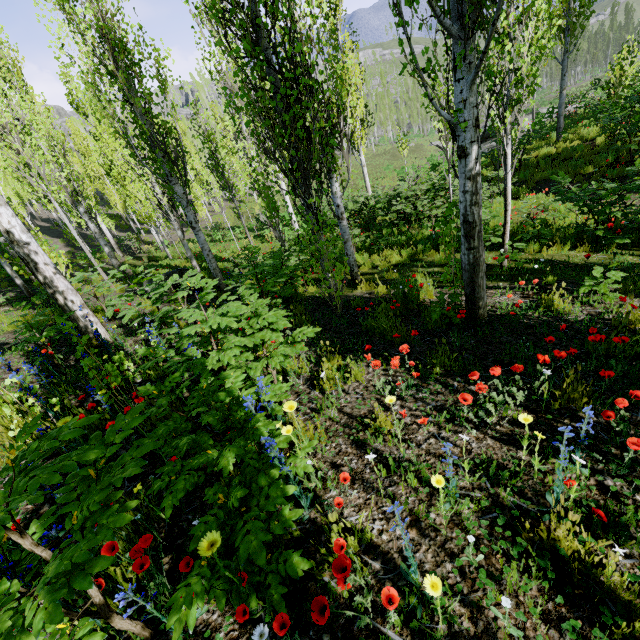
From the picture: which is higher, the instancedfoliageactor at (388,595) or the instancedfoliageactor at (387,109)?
the instancedfoliageactor at (387,109)

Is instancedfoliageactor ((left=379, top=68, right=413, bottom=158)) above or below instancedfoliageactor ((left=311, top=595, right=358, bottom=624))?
above

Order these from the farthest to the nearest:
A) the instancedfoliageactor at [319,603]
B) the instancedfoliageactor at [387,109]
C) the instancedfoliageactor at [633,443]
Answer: the instancedfoliageactor at [387,109], the instancedfoliageactor at [633,443], the instancedfoliageactor at [319,603]

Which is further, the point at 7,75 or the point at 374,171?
the point at 374,171

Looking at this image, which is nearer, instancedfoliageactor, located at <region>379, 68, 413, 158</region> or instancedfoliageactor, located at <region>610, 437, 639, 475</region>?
instancedfoliageactor, located at <region>610, 437, 639, 475</region>

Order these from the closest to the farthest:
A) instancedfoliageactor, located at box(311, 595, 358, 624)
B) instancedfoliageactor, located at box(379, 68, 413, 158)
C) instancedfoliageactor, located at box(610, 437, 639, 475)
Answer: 1. instancedfoliageactor, located at box(311, 595, 358, 624)
2. instancedfoliageactor, located at box(610, 437, 639, 475)
3. instancedfoliageactor, located at box(379, 68, 413, 158)

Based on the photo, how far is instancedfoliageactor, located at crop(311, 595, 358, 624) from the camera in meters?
1.2 m
